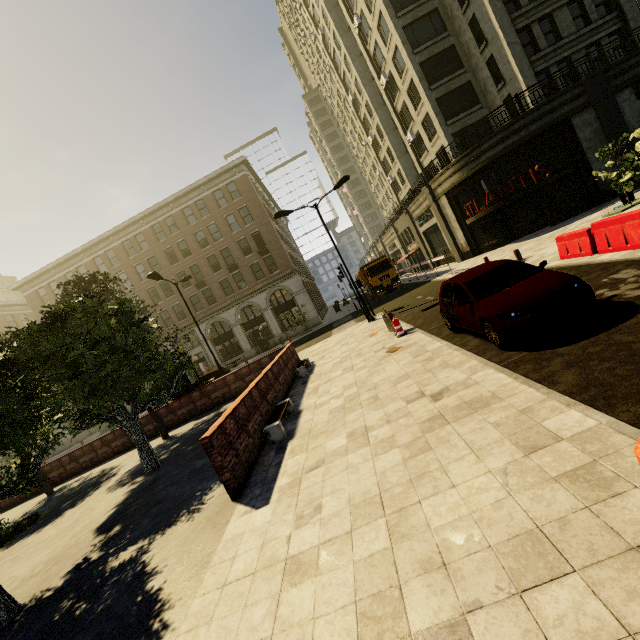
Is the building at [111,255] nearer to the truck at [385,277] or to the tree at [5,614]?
the tree at [5,614]

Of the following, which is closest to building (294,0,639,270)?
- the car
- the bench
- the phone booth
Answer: the phone booth

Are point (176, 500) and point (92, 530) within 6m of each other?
yes

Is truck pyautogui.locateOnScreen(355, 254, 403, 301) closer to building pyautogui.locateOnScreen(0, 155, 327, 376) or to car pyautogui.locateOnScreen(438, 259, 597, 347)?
building pyautogui.locateOnScreen(0, 155, 327, 376)

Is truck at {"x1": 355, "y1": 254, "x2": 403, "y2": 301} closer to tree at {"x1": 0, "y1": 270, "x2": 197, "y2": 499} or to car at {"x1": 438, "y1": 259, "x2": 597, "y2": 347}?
tree at {"x1": 0, "y1": 270, "x2": 197, "y2": 499}

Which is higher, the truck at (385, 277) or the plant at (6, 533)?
the truck at (385, 277)

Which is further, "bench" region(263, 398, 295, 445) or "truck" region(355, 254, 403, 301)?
"truck" region(355, 254, 403, 301)

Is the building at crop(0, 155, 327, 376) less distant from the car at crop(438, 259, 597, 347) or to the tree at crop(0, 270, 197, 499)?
the tree at crop(0, 270, 197, 499)
